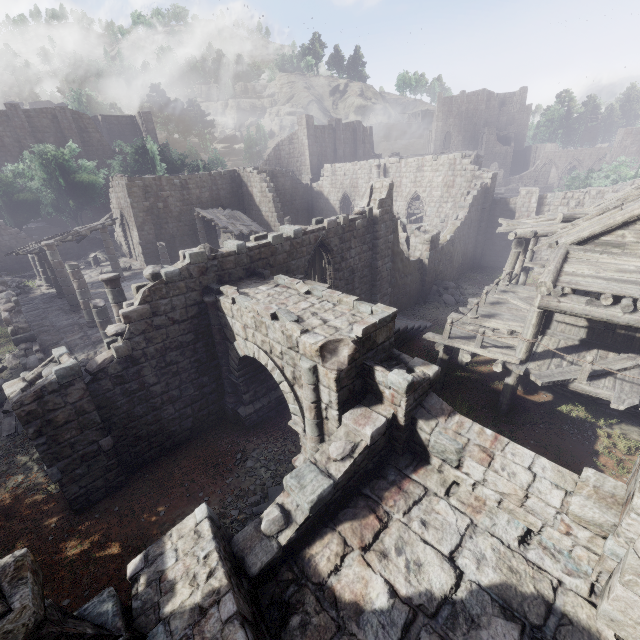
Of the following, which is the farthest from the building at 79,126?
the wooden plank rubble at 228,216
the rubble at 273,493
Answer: the wooden plank rubble at 228,216

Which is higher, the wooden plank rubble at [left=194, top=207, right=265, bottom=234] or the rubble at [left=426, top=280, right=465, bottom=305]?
the wooden plank rubble at [left=194, top=207, right=265, bottom=234]

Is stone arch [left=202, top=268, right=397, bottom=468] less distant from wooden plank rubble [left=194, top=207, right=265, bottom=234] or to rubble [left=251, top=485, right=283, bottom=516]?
rubble [left=251, top=485, right=283, bottom=516]

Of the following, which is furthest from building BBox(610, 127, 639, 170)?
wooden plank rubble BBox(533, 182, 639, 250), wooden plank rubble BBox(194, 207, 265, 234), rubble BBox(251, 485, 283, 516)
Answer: wooden plank rubble BBox(194, 207, 265, 234)

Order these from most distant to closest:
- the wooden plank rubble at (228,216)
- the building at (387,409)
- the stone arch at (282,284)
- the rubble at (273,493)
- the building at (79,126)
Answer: the building at (79,126) → the wooden plank rubble at (228,216) → the rubble at (273,493) → the stone arch at (282,284) → the building at (387,409)

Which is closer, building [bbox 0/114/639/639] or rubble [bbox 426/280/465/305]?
building [bbox 0/114/639/639]

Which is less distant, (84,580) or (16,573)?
(16,573)
